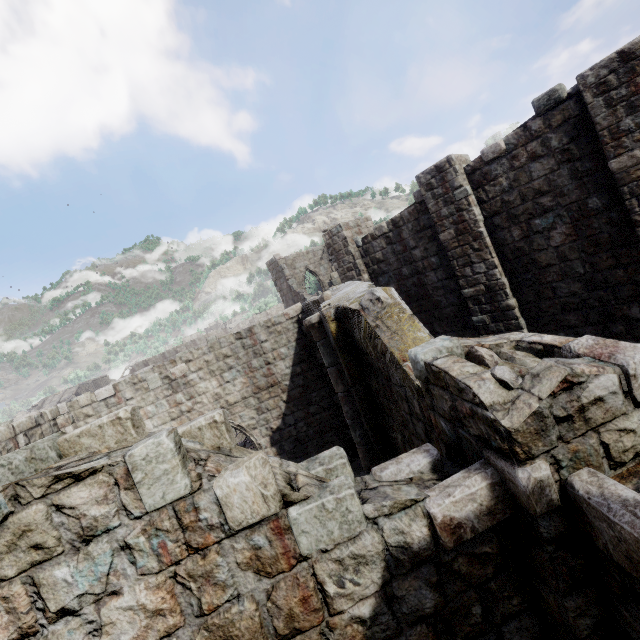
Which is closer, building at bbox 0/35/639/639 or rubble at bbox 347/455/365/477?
building at bbox 0/35/639/639

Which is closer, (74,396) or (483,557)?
(483,557)

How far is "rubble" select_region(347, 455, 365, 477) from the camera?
10.6m

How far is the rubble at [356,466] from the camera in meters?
10.6 m

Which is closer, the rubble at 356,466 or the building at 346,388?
the building at 346,388

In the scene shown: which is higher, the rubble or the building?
the building
